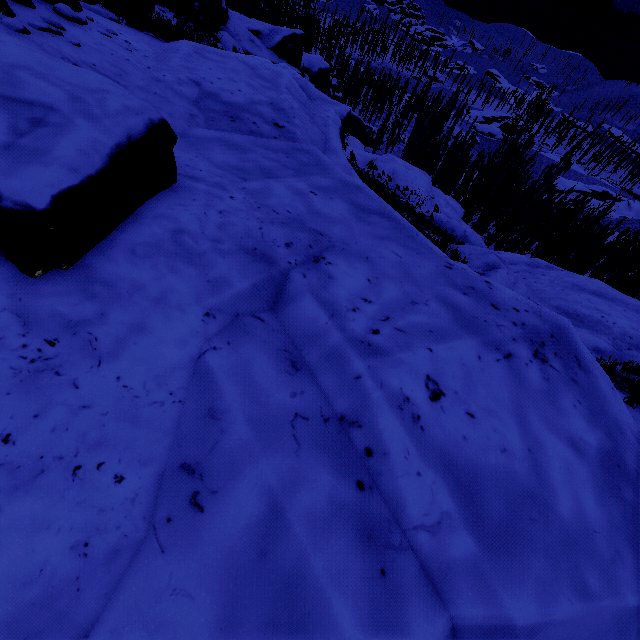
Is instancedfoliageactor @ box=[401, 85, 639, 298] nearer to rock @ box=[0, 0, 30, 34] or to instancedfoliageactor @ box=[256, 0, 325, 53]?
rock @ box=[0, 0, 30, 34]

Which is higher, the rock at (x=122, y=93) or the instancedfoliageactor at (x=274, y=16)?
the rock at (x=122, y=93)

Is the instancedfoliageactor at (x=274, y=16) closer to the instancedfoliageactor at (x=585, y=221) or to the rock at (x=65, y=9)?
the rock at (x=65, y=9)

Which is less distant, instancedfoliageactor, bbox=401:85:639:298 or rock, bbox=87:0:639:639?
rock, bbox=87:0:639:639

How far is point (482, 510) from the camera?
1.6 meters
